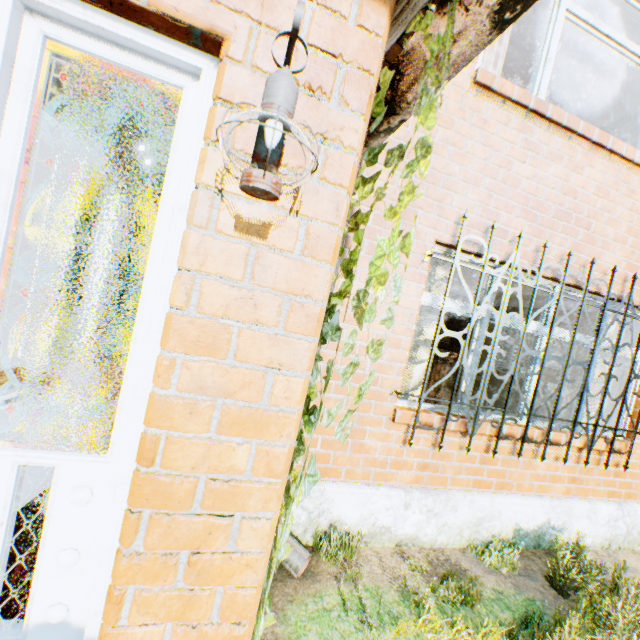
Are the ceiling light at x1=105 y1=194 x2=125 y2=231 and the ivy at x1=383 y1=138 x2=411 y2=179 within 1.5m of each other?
no

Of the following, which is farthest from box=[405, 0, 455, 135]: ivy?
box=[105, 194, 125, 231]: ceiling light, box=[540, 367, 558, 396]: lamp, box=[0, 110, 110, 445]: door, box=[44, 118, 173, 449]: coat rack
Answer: box=[540, 367, 558, 396]: lamp

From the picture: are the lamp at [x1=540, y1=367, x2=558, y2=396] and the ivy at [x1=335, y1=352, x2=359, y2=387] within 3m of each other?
no

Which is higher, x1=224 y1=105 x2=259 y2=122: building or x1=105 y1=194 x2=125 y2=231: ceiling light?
x1=105 y1=194 x2=125 y2=231: ceiling light

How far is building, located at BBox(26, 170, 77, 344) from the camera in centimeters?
525cm

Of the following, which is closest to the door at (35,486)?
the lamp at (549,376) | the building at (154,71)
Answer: the building at (154,71)

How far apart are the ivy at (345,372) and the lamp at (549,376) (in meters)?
6.99

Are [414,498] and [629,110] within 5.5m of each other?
no
